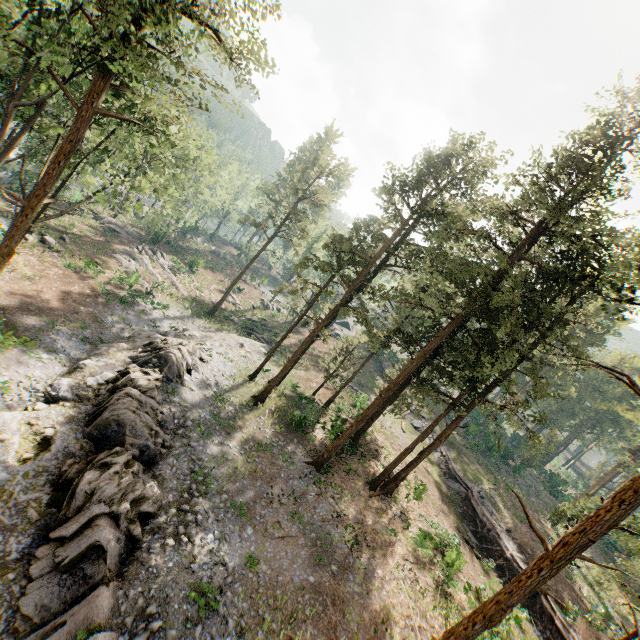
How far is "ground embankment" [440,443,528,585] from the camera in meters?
24.4 m

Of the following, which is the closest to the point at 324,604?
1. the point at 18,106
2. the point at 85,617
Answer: the point at 85,617

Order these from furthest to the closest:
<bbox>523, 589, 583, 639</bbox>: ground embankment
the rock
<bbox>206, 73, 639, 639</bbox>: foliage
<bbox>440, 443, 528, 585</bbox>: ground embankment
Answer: <bbox>440, 443, 528, 585</bbox>: ground embankment → <bbox>523, 589, 583, 639</bbox>: ground embankment → <bbox>206, 73, 639, 639</bbox>: foliage → the rock

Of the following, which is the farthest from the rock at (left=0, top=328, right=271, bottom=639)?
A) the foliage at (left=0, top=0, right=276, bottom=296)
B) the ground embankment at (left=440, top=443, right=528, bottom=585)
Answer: the ground embankment at (left=440, top=443, right=528, bottom=585)

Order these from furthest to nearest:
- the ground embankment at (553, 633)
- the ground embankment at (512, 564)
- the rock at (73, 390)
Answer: the ground embankment at (512, 564) → the ground embankment at (553, 633) → the rock at (73, 390)

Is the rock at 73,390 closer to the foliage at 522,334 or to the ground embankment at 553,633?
the foliage at 522,334

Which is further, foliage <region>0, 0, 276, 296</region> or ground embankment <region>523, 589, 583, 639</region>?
ground embankment <region>523, 589, 583, 639</region>
